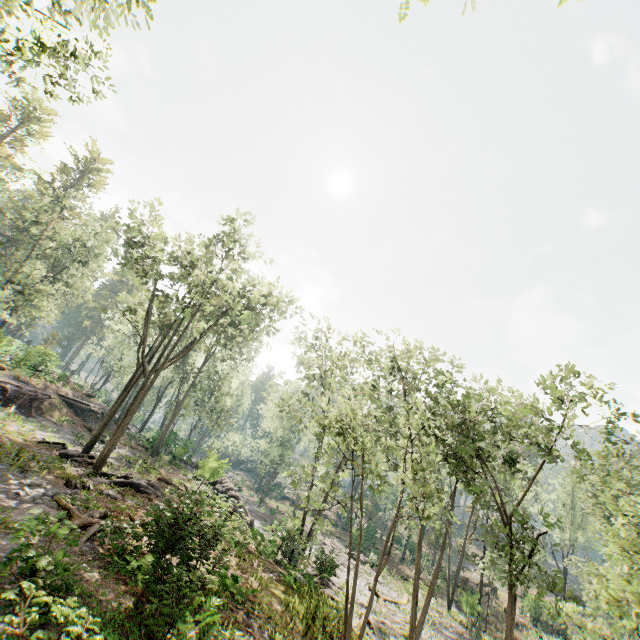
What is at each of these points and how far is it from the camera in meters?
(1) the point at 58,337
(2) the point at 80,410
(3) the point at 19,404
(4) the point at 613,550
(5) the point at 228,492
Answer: (1) foliage, 51.9
(2) ground embankment, 34.0
(3) ground embankment, 25.9
(4) foliage, 5.8
(5) rock, 29.7

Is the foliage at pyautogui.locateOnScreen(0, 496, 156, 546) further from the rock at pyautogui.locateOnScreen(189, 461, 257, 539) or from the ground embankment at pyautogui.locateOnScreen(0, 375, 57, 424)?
the ground embankment at pyautogui.locateOnScreen(0, 375, 57, 424)

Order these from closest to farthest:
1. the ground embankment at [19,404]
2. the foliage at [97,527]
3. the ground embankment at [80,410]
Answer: the foliage at [97,527] < the ground embankment at [19,404] < the ground embankment at [80,410]

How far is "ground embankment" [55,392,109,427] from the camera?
33.1 meters

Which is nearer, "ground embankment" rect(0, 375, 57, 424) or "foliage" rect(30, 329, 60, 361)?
"ground embankment" rect(0, 375, 57, 424)

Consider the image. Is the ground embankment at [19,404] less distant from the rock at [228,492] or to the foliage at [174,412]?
the rock at [228,492]

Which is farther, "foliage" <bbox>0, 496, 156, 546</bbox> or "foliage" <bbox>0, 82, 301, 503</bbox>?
"foliage" <bbox>0, 82, 301, 503</bbox>

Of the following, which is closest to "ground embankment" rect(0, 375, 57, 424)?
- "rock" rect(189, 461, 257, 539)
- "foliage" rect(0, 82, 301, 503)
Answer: "rock" rect(189, 461, 257, 539)
